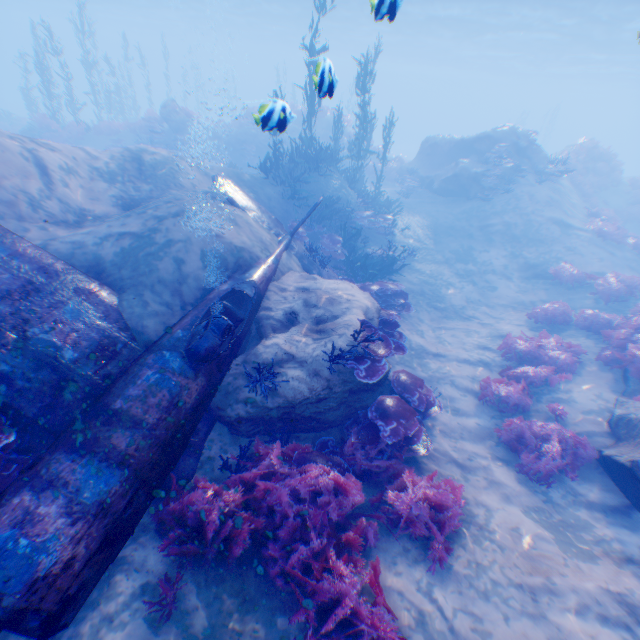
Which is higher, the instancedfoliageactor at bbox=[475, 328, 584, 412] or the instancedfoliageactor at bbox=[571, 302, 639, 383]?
the instancedfoliageactor at bbox=[571, 302, 639, 383]

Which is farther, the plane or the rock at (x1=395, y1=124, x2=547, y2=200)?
the rock at (x1=395, y1=124, x2=547, y2=200)

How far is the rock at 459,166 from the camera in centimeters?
1762cm

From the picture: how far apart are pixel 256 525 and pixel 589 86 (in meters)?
81.66

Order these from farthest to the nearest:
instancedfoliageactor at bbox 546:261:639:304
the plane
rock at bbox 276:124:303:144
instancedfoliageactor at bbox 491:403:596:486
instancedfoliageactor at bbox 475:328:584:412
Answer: rock at bbox 276:124:303:144 → instancedfoliageactor at bbox 546:261:639:304 → instancedfoliageactor at bbox 475:328:584:412 → instancedfoliageactor at bbox 491:403:596:486 → the plane

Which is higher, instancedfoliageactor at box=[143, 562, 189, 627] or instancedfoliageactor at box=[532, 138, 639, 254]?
instancedfoliageactor at box=[532, 138, 639, 254]

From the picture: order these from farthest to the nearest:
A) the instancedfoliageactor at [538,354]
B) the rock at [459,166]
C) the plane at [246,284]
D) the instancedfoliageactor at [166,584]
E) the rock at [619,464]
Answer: the rock at [459,166] → the instancedfoliageactor at [538,354] → the rock at [619,464] → the instancedfoliageactor at [166,584] → the plane at [246,284]

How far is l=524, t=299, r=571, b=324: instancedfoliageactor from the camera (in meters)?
11.29
